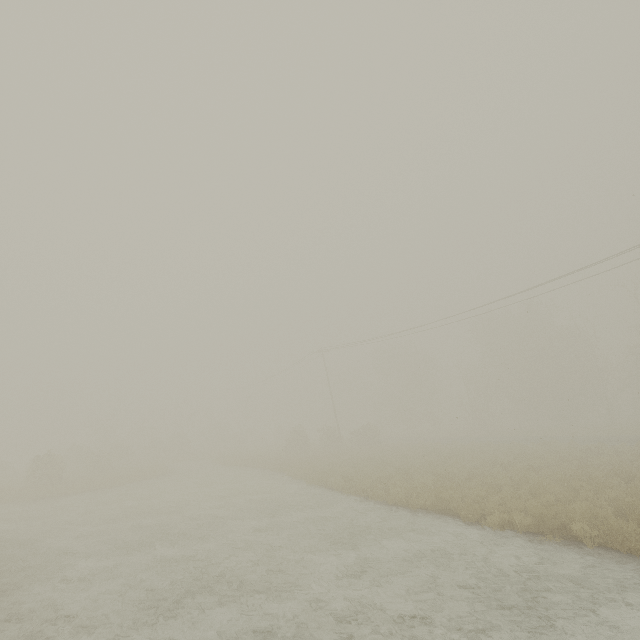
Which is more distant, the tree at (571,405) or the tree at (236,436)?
the tree at (236,436)

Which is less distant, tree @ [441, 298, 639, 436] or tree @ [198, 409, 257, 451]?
tree @ [441, 298, 639, 436]

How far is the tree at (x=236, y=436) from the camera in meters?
52.9

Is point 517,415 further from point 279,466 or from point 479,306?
point 279,466

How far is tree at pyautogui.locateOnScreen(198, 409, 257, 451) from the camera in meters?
52.9 m
